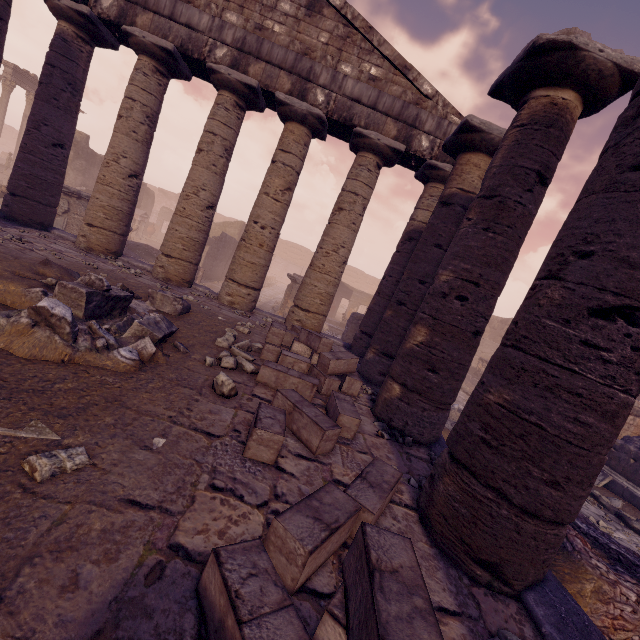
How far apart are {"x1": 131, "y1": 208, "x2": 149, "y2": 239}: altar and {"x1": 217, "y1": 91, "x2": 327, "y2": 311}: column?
18.24m

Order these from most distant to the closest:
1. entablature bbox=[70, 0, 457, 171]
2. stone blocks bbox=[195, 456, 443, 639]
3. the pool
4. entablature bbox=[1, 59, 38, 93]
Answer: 1. entablature bbox=[1, 59, 38, 93]
2. the pool
3. entablature bbox=[70, 0, 457, 171]
4. stone blocks bbox=[195, 456, 443, 639]

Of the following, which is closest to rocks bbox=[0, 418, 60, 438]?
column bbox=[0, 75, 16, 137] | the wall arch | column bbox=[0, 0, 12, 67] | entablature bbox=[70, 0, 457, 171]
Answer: entablature bbox=[70, 0, 457, 171]

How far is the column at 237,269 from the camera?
8.2m

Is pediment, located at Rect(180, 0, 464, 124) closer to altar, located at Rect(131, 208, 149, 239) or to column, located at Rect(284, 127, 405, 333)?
column, located at Rect(284, 127, 405, 333)

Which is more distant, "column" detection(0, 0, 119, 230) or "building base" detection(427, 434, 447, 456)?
"column" detection(0, 0, 119, 230)

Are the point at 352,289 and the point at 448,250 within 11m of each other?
no

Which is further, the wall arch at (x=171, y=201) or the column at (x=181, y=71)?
the wall arch at (x=171, y=201)
